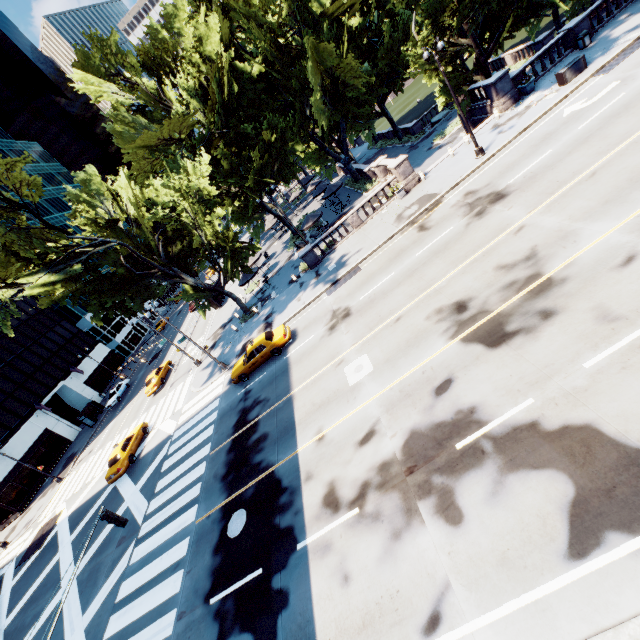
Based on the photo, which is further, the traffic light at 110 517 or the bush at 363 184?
the bush at 363 184

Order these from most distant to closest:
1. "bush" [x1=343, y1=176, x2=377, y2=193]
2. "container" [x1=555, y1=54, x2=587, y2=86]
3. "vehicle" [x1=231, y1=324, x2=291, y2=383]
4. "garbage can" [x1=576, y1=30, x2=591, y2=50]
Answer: "bush" [x1=343, y1=176, x2=377, y2=193]
"garbage can" [x1=576, y1=30, x2=591, y2=50]
"vehicle" [x1=231, y1=324, x2=291, y2=383]
"container" [x1=555, y1=54, x2=587, y2=86]

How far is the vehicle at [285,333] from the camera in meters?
21.0

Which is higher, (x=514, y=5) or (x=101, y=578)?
(x=514, y=5)

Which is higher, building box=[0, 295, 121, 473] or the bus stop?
building box=[0, 295, 121, 473]

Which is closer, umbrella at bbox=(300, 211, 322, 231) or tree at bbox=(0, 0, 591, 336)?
tree at bbox=(0, 0, 591, 336)

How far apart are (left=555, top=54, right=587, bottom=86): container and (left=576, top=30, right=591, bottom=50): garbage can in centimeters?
393cm

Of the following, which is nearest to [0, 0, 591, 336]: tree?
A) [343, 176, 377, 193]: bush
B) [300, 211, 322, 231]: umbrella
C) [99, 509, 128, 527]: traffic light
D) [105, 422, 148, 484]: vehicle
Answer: [343, 176, 377, 193]: bush
